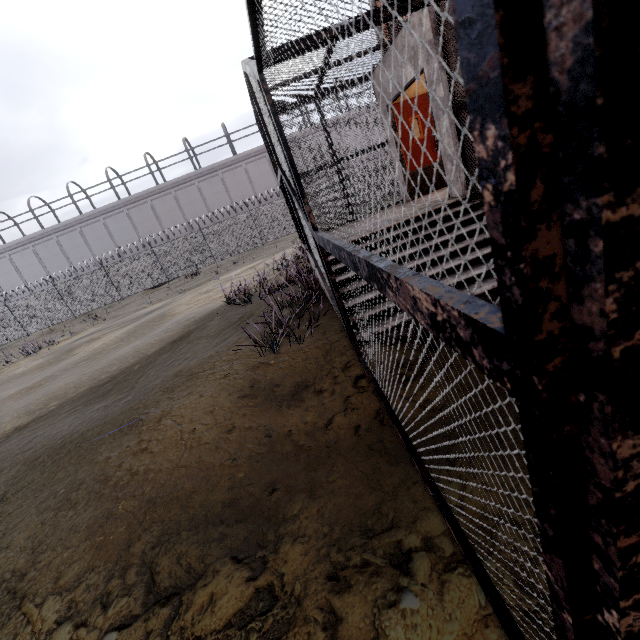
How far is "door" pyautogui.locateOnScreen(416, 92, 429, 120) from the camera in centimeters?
755cm

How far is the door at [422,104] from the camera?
7.5 meters

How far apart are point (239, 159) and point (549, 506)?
35.6m

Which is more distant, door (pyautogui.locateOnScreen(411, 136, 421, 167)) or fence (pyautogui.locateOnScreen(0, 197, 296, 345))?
fence (pyautogui.locateOnScreen(0, 197, 296, 345))
